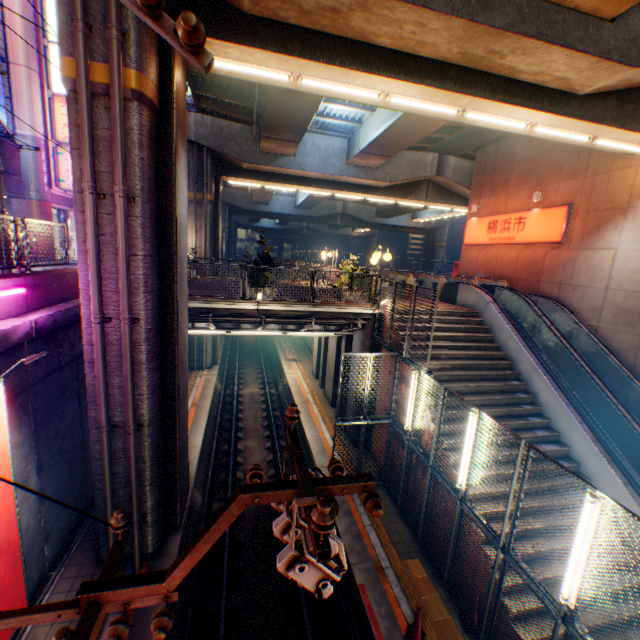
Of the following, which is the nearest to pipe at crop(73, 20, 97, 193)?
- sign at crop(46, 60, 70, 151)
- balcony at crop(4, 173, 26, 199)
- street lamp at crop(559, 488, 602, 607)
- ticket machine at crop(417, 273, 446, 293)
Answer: street lamp at crop(559, 488, 602, 607)

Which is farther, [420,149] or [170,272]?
[420,149]

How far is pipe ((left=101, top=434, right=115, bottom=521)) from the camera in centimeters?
716cm

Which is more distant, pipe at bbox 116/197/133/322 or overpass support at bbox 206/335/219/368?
overpass support at bbox 206/335/219/368

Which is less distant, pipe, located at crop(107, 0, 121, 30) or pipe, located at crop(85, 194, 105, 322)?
pipe, located at crop(107, 0, 121, 30)

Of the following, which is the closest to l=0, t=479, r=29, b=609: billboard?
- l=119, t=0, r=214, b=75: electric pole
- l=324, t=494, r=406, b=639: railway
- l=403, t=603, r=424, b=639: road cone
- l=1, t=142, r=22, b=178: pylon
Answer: l=119, t=0, r=214, b=75: electric pole

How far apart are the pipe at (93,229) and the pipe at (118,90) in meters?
0.3
